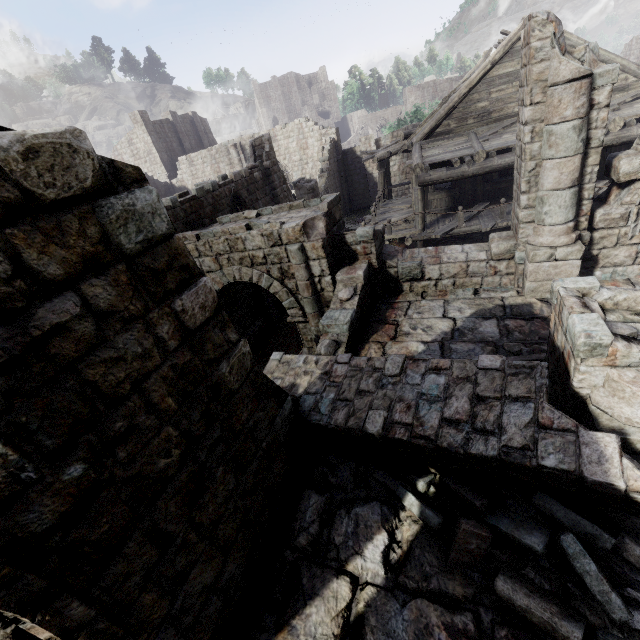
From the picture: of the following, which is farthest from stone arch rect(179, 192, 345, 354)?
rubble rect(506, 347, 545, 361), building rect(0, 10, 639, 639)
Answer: rubble rect(506, 347, 545, 361)

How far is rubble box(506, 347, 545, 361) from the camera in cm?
553

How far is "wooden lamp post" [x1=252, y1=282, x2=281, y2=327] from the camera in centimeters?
1373cm

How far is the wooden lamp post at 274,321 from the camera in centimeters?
1373cm

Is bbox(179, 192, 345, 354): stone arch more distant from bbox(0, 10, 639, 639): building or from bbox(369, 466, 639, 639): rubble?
bbox(369, 466, 639, 639): rubble

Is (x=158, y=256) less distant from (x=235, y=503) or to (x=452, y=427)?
(x=235, y=503)

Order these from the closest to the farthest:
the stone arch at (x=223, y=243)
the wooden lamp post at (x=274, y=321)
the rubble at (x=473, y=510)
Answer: the rubble at (x=473, y=510) → the stone arch at (x=223, y=243) → the wooden lamp post at (x=274, y=321)

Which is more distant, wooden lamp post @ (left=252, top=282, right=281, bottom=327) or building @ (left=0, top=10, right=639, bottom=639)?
wooden lamp post @ (left=252, top=282, right=281, bottom=327)
